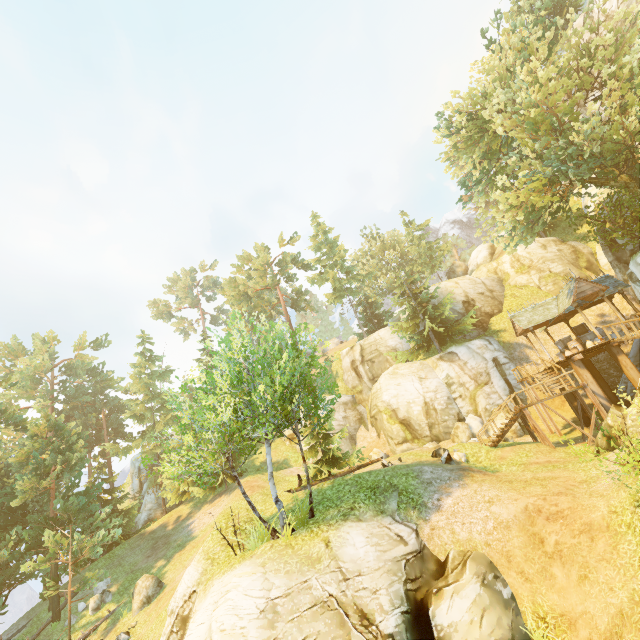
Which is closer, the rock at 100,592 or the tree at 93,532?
the tree at 93,532

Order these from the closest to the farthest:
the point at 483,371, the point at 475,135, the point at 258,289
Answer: the point at 475,135, the point at 483,371, the point at 258,289

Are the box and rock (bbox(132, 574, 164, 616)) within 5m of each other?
no

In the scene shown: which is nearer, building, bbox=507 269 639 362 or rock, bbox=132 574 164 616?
rock, bbox=132 574 164 616

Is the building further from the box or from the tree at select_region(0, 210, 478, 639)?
the tree at select_region(0, 210, 478, 639)

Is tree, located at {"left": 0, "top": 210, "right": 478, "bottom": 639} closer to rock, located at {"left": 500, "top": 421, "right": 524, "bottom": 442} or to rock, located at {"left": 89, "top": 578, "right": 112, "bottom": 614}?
rock, located at {"left": 89, "top": 578, "right": 112, "bottom": 614}

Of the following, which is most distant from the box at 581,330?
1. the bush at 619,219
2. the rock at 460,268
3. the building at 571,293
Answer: the rock at 460,268

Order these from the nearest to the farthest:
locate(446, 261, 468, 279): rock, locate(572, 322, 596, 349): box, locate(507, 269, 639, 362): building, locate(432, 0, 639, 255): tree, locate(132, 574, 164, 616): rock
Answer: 1. locate(432, 0, 639, 255): tree
2. locate(132, 574, 164, 616): rock
3. locate(507, 269, 639, 362): building
4. locate(572, 322, 596, 349): box
5. locate(446, 261, 468, 279): rock
